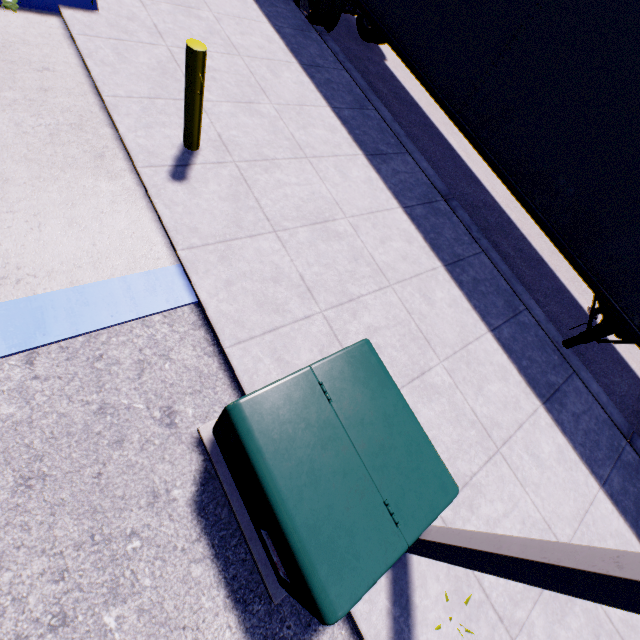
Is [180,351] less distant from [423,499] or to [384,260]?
[423,499]

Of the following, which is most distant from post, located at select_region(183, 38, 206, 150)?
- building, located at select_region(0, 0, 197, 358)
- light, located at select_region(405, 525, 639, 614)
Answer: light, located at select_region(405, 525, 639, 614)

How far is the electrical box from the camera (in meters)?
1.91

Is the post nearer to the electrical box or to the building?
the building

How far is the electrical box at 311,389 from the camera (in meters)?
1.91

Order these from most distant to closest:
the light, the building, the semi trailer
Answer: the semi trailer → the building → the light

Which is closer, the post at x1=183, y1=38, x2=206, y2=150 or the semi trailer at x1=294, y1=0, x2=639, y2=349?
the post at x1=183, y1=38, x2=206, y2=150

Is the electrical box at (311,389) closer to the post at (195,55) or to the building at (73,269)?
the building at (73,269)
